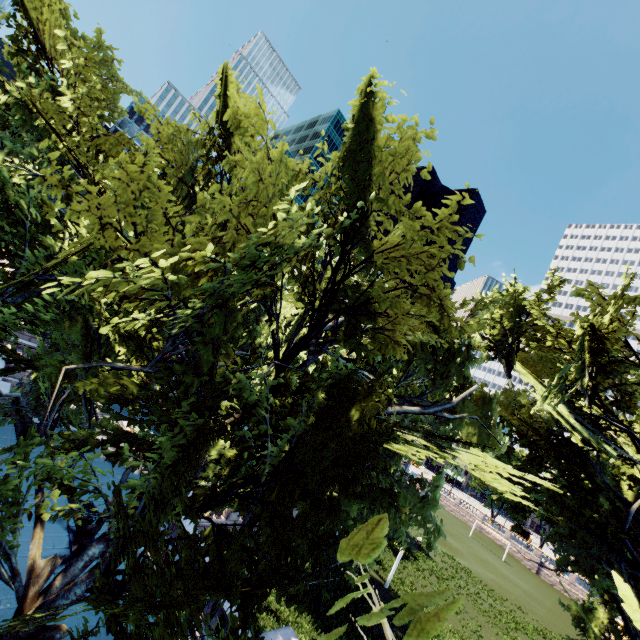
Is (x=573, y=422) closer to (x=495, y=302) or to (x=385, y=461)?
(x=495, y=302)
